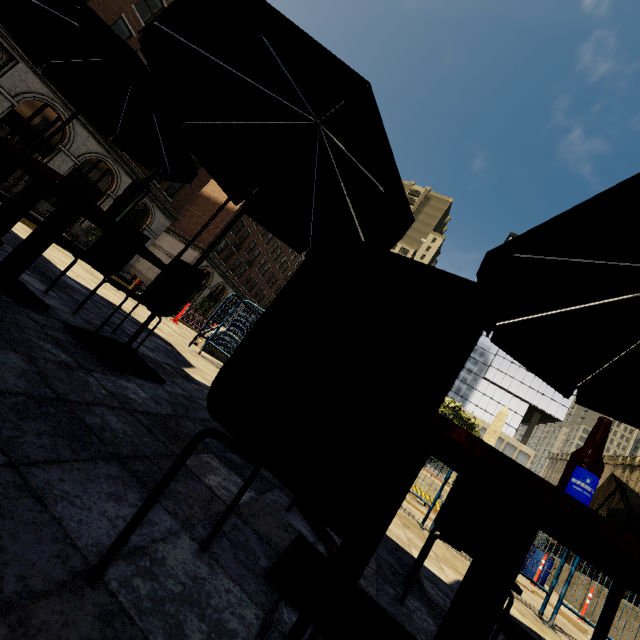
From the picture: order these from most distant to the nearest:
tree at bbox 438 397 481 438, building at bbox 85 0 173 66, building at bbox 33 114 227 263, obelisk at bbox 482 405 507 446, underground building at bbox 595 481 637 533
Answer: obelisk at bbox 482 405 507 446 < building at bbox 33 114 227 263 < tree at bbox 438 397 481 438 < building at bbox 85 0 173 66 < underground building at bbox 595 481 637 533

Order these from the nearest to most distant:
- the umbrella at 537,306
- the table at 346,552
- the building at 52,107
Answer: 1. the table at 346,552
2. the umbrella at 537,306
3. the building at 52,107

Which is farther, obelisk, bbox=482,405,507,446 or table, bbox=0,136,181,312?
obelisk, bbox=482,405,507,446

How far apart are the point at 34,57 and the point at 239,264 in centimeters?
3694cm

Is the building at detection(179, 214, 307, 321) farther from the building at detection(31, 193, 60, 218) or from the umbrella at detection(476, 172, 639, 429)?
the umbrella at detection(476, 172, 639, 429)

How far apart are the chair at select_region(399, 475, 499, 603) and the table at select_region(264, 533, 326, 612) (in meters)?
0.37

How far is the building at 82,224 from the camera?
23.0m

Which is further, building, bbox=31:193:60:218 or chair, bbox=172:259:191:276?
building, bbox=31:193:60:218
